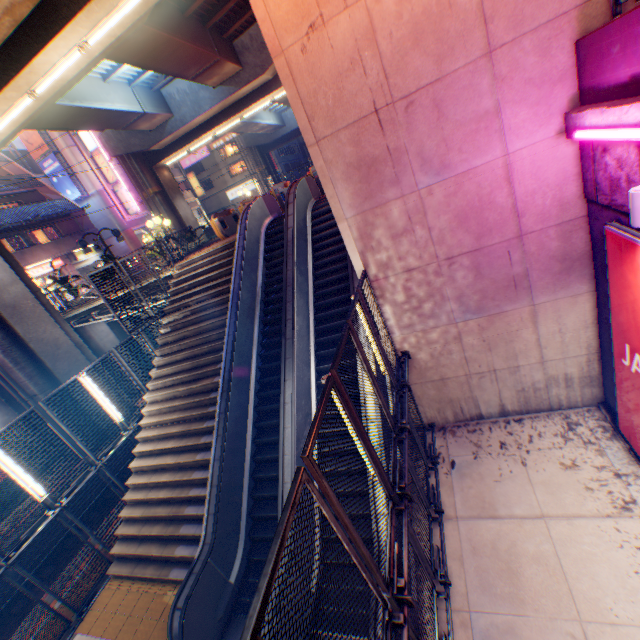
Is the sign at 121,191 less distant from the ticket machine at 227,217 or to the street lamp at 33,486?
the ticket machine at 227,217

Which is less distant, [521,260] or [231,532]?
[521,260]

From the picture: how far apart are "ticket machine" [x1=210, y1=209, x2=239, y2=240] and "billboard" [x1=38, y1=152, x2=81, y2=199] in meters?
26.8

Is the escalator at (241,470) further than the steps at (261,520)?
No

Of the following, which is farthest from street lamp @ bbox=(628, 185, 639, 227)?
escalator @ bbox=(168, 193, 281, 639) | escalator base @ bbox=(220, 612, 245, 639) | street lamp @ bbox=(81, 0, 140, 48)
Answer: street lamp @ bbox=(81, 0, 140, 48)

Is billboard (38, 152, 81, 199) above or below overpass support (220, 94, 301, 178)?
above

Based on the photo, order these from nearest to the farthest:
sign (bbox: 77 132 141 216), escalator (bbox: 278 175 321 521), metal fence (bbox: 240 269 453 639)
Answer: metal fence (bbox: 240 269 453 639) < escalator (bbox: 278 175 321 521) < sign (bbox: 77 132 141 216)

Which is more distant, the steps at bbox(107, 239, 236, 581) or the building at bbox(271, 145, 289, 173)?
the building at bbox(271, 145, 289, 173)
